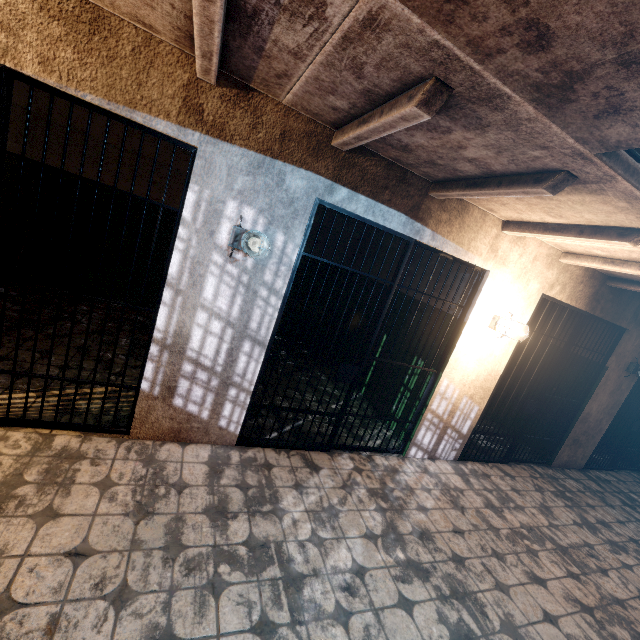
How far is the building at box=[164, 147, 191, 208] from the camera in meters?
5.2 m

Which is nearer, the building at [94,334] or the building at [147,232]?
the building at [94,334]

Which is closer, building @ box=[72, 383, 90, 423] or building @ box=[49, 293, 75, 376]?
building @ box=[72, 383, 90, 423]

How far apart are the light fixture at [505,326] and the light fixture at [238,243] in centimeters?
269cm

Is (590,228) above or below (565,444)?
above

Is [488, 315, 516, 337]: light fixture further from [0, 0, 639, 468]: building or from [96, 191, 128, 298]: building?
[96, 191, 128, 298]: building

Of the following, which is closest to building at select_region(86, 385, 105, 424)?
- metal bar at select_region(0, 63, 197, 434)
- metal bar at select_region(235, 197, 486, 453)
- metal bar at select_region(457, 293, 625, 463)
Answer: metal bar at select_region(0, 63, 197, 434)

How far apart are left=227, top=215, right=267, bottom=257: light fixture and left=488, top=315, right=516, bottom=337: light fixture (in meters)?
2.69
